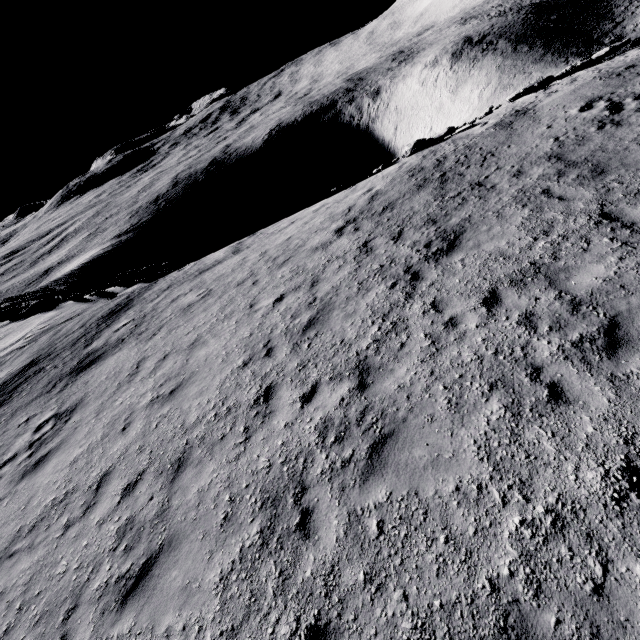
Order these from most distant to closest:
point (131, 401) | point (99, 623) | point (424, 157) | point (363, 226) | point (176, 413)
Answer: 1. point (424, 157)
2. point (363, 226)
3. point (131, 401)
4. point (176, 413)
5. point (99, 623)
